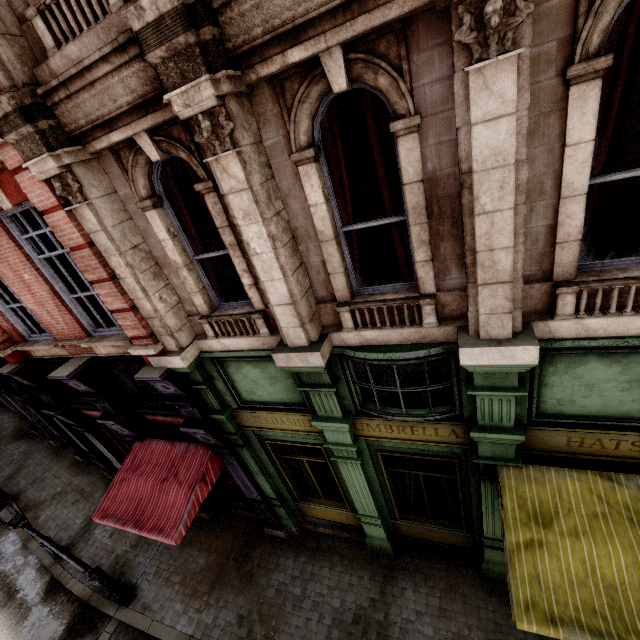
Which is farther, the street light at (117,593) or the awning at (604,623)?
the street light at (117,593)

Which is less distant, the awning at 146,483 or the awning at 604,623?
the awning at 604,623

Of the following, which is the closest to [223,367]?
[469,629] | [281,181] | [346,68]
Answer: [281,181]

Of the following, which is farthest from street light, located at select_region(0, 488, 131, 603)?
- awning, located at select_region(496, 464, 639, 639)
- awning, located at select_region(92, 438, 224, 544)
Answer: awning, located at select_region(496, 464, 639, 639)

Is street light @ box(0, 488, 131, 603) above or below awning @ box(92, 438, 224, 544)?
below

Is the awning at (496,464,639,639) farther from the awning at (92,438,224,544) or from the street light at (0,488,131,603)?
the street light at (0,488,131,603)

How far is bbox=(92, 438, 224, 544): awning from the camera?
6.48m
